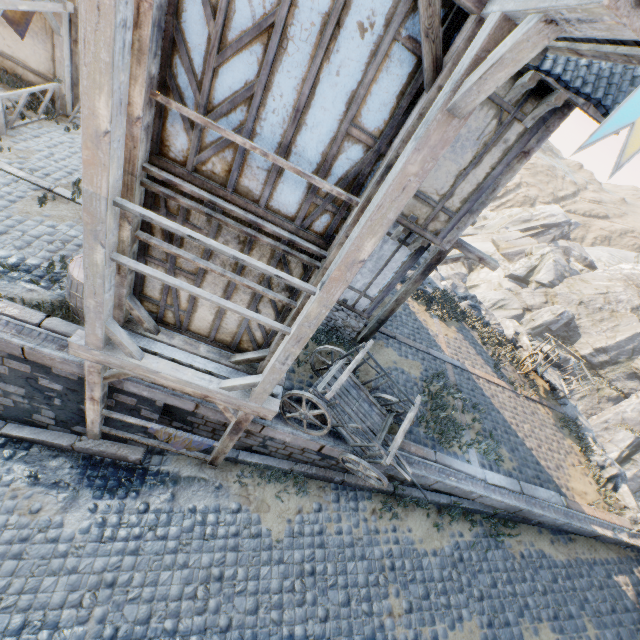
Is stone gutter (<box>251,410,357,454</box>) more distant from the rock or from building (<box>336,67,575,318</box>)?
the rock

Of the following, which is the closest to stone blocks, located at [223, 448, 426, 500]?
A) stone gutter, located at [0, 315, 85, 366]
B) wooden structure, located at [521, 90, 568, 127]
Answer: stone gutter, located at [0, 315, 85, 366]

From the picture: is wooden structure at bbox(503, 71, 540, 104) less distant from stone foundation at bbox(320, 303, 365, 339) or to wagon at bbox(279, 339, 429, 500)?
wagon at bbox(279, 339, 429, 500)

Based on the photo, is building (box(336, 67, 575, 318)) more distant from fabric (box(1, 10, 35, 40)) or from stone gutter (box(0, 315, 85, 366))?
fabric (box(1, 10, 35, 40))

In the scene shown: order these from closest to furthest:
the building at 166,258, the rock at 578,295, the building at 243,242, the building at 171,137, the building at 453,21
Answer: the building at 453,21, the building at 171,137, the building at 243,242, the building at 166,258, the rock at 578,295

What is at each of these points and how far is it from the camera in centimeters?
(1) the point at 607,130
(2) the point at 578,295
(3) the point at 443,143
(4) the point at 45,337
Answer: (1) flag, 119cm
(2) rock, 3078cm
(3) wooden structure, 276cm
(4) stone gutter, 586cm

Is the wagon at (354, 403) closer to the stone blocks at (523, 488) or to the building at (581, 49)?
the building at (581, 49)

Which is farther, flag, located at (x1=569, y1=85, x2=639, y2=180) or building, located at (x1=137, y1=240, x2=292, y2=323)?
building, located at (x1=137, y1=240, x2=292, y2=323)
